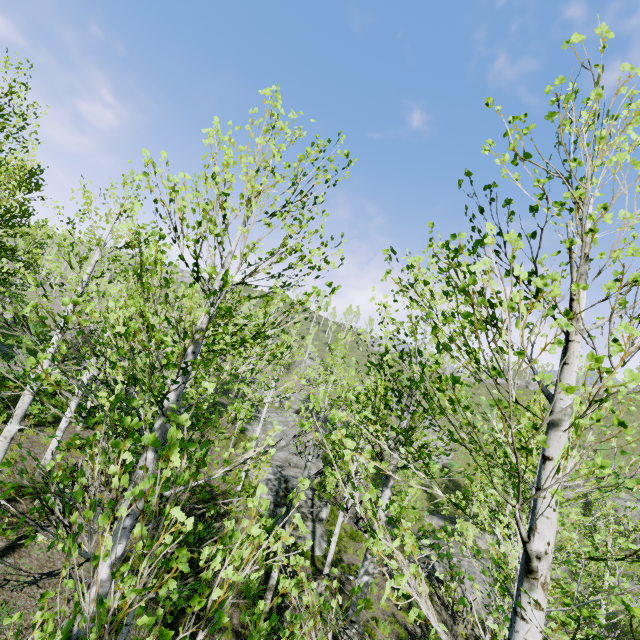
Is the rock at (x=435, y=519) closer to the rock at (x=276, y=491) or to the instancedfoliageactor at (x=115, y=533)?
the instancedfoliageactor at (x=115, y=533)

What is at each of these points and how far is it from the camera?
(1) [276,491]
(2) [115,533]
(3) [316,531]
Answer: (1) rock, 17.7m
(2) instancedfoliageactor, 2.5m
(3) rock, 15.5m

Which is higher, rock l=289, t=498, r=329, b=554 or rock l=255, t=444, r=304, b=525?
rock l=255, t=444, r=304, b=525

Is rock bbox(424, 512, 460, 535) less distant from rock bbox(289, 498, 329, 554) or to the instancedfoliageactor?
the instancedfoliageactor

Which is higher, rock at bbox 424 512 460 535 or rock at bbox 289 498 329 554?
rock at bbox 289 498 329 554

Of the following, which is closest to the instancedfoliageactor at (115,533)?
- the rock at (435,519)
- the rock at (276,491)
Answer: the rock at (276,491)

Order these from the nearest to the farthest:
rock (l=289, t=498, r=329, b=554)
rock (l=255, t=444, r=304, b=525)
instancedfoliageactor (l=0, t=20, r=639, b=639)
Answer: instancedfoliageactor (l=0, t=20, r=639, b=639), rock (l=289, t=498, r=329, b=554), rock (l=255, t=444, r=304, b=525)
